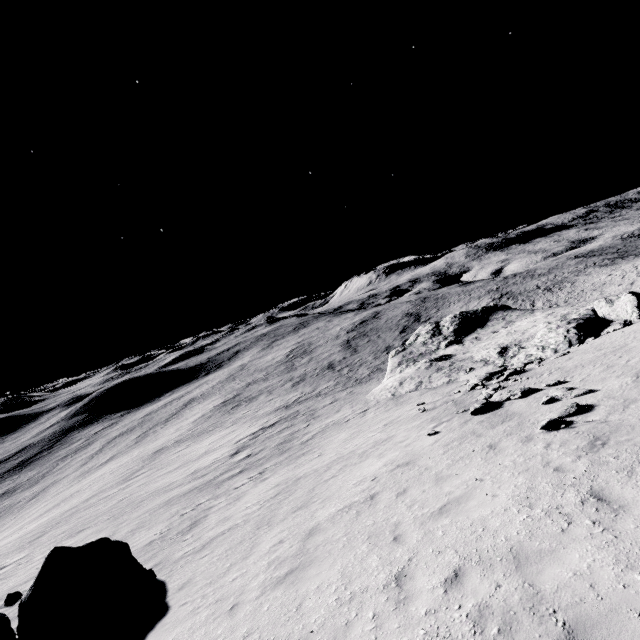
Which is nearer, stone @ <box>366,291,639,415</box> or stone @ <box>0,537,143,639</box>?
stone @ <box>0,537,143,639</box>

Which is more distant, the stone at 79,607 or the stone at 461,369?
the stone at 461,369

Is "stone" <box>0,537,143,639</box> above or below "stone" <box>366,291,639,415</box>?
above

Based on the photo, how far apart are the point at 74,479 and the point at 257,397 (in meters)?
36.87

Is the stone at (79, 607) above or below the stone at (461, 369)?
above
